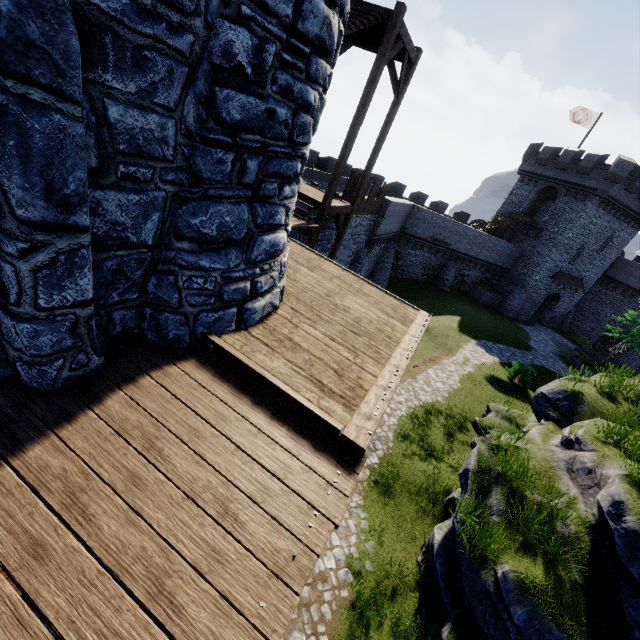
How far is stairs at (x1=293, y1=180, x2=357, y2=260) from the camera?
12.0m

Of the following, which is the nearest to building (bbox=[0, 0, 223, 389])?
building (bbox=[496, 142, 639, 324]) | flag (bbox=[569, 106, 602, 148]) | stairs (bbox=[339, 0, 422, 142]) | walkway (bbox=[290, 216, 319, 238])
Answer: walkway (bbox=[290, 216, 319, 238])

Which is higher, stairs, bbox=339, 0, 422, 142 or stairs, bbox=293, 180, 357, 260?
stairs, bbox=339, 0, 422, 142

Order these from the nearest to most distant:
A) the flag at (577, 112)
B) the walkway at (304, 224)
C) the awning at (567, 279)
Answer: the walkway at (304, 224) → the flag at (577, 112) → the awning at (567, 279)

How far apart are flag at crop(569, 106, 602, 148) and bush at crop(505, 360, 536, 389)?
27.9 meters

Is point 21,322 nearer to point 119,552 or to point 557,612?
point 119,552

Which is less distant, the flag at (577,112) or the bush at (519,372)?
the bush at (519,372)

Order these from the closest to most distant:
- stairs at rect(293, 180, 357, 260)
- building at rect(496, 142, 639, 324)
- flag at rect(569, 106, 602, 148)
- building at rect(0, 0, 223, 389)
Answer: building at rect(0, 0, 223, 389) → stairs at rect(293, 180, 357, 260) → building at rect(496, 142, 639, 324) → flag at rect(569, 106, 602, 148)
